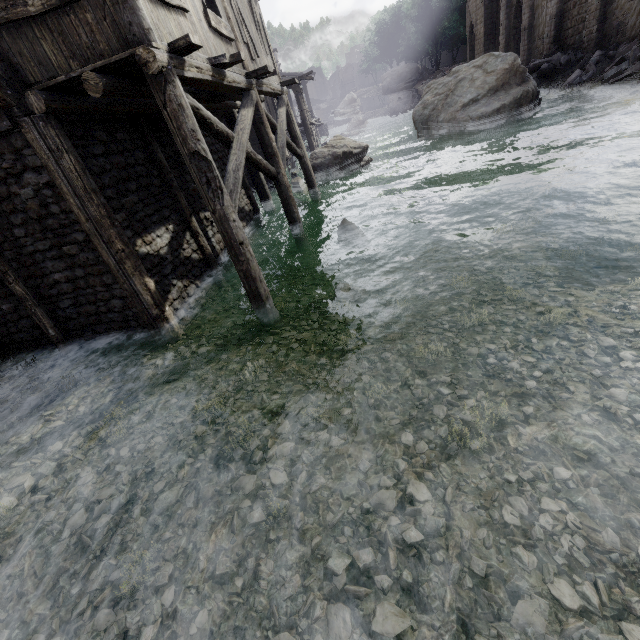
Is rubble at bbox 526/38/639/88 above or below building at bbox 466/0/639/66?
below

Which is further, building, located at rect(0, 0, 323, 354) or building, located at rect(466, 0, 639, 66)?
building, located at rect(466, 0, 639, 66)

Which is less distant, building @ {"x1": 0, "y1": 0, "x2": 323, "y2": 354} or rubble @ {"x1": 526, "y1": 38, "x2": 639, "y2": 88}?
building @ {"x1": 0, "y1": 0, "x2": 323, "y2": 354}

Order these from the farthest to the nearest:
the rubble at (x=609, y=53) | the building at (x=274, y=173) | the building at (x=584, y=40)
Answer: the building at (x=584, y=40)
the rubble at (x=609, y=53)
the building at (x=274, y=173)

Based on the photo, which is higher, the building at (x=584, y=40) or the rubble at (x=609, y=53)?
the building at (x=584, y=40)

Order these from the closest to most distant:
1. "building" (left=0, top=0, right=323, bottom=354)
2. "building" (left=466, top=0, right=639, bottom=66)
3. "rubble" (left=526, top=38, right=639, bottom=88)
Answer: "building" (left=0, top=0, right=323, bottom=354), "rubble" (left=526, top=38, right=639, bottom=88), "building" (left=466, top=0, right=639, bottom=66)

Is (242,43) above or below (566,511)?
above
